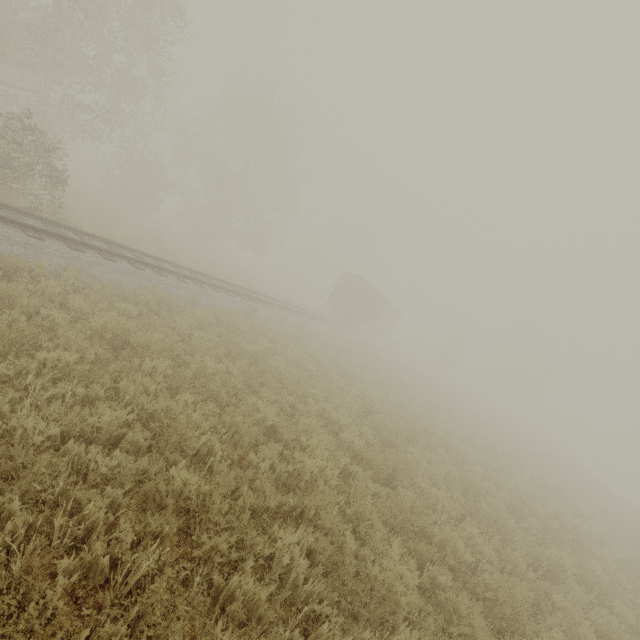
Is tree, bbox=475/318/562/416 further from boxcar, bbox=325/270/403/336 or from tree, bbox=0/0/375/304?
boxcar, bbox=325/270/403/336

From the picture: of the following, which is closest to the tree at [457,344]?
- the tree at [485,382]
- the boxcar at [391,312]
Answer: the boxcar at [391,312]

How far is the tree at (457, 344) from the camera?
44.7m

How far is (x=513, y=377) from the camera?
51.2m

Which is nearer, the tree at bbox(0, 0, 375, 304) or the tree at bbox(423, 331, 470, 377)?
the tree at bbox(0, 0, 375, 304)

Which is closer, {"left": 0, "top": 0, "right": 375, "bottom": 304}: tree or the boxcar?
{"left": 0, "top": 0, "right": 375, "bottom": 304}: tree

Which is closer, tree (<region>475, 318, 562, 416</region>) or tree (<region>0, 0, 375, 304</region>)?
tree (<region>0, 0, 375, 304</region>)
